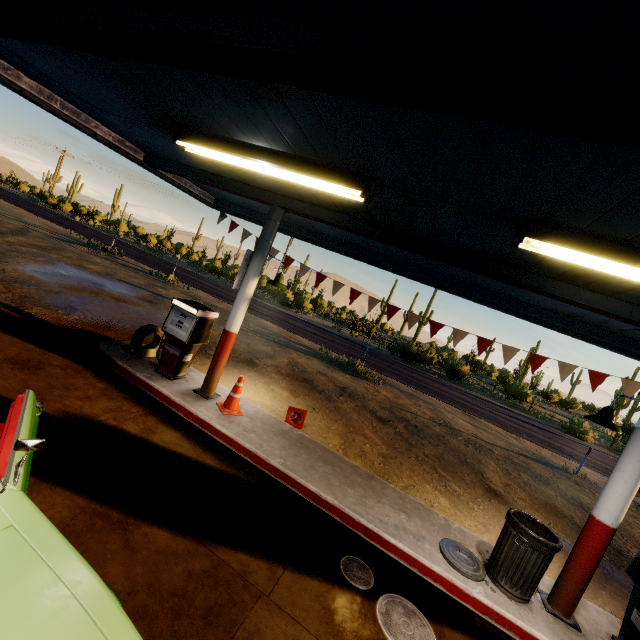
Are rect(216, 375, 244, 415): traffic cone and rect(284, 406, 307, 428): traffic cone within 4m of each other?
yes

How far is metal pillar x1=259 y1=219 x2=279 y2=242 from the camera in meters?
5.9

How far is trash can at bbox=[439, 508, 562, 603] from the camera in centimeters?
405cm

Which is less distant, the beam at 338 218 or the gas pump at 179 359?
the beam at 338 218

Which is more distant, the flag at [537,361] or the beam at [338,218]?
the flag at [537,361]

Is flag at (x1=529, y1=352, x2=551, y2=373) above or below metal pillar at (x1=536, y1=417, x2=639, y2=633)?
above

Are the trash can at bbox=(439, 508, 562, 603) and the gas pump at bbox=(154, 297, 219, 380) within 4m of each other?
no

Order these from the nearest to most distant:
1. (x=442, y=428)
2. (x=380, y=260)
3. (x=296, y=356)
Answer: (x=380, y=260) < (x=442, y=428) < (x=296, y=356)
